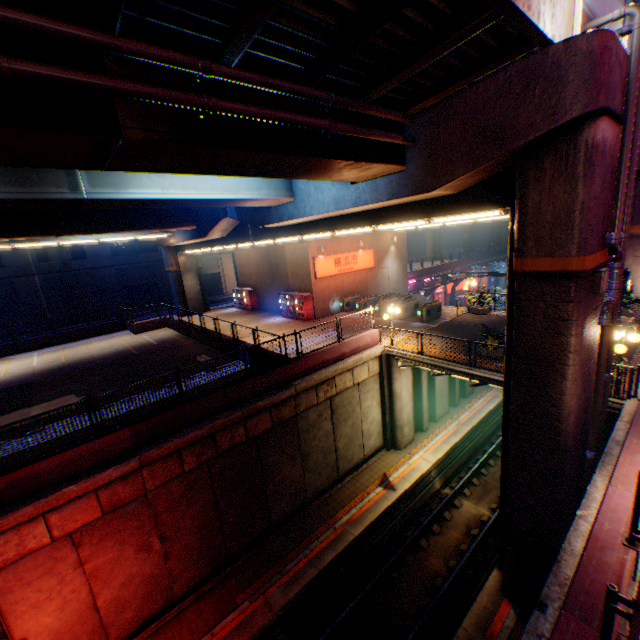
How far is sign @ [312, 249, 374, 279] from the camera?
24.2 meters

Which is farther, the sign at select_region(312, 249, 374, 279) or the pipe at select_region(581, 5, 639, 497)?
the sign at select_region(312, 249, 374, 279)

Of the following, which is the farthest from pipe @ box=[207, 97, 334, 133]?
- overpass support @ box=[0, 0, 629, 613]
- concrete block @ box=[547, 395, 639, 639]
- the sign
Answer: the sign

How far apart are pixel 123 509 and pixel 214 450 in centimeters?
306cm

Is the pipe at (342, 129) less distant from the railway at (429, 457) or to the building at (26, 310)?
the railway at (429, 457)

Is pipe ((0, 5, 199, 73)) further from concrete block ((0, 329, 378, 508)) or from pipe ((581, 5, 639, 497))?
concrete block ((0, 329, 378, 508))

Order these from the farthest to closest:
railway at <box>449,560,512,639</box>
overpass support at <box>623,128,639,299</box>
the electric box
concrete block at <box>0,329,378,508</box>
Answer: overpass support at <box>623,128,639,299</box> → railway at <box>449,560,512,639</box> → concrete block at <box>0,329,378,508</box> → the electric box

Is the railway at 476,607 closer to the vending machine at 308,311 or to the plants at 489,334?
the plants at 489,334
